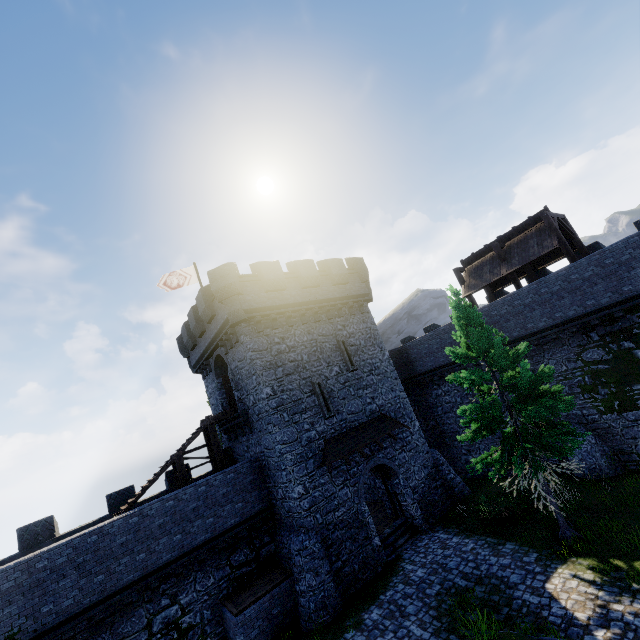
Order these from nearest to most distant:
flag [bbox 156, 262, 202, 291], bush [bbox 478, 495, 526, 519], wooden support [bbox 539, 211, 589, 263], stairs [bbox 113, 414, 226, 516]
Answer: bush [bbox 478, 495, 526, 519], stairs [bbox 113, 414, 226, 516], wooden support [bbox 539, 211, 589, 263], flag [bbox 156, 262, 202, 291]

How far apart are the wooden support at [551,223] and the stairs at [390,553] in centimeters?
1617cm

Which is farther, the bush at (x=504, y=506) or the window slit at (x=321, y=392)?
the window slit at (x=321, y=392)

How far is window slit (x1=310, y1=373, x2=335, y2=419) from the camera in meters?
17.7 m

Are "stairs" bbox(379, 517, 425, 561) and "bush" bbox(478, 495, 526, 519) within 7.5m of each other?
yes

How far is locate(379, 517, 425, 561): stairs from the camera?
16.48m

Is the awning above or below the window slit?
below

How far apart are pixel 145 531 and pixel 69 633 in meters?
A: 3.7 m
